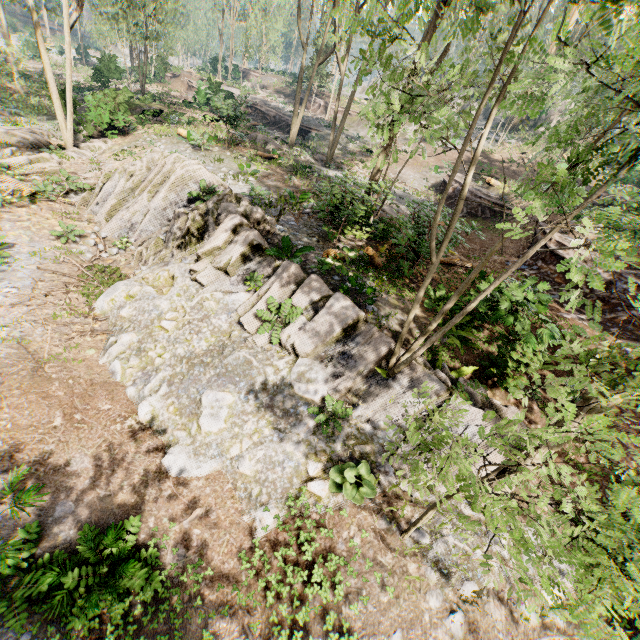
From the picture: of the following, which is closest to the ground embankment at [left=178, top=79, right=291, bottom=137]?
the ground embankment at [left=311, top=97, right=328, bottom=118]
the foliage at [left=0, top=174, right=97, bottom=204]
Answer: the ground embankment at [left=311, top=97, right=328, bottom=118]

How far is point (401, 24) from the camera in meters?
4.0

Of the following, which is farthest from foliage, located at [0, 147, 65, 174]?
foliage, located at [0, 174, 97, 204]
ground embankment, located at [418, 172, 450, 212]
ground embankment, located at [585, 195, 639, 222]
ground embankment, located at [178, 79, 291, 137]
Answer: ground embankment, located at [418, 172, 450, 212]

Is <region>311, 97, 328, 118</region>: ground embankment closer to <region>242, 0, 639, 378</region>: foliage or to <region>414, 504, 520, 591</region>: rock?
<region>242, 0, 639, 378</region>: foliage

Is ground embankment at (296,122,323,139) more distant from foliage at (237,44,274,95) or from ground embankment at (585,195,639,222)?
ground embankment at (585,195,639,222)

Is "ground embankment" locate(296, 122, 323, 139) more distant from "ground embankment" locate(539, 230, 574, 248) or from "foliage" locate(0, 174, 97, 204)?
"ground embankment" locate(539, 230, 574, 248)

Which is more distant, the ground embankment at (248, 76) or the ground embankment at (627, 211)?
the ground embankment at (248, 76)

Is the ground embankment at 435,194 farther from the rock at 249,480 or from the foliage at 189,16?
the foliage at 189,16
